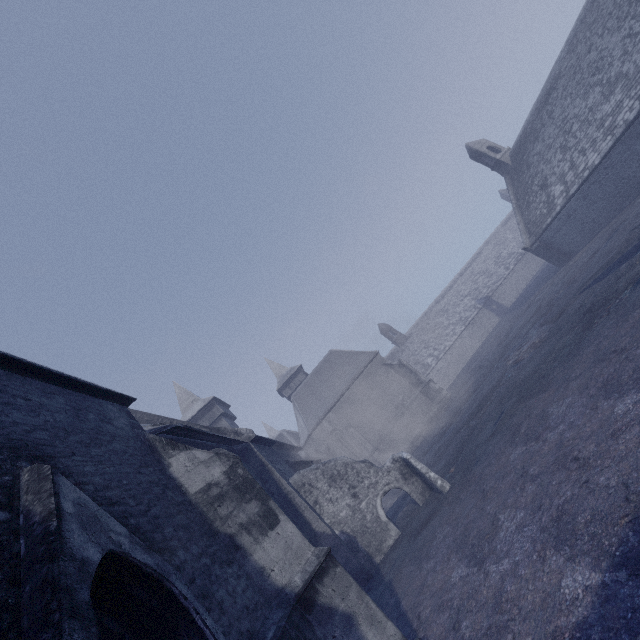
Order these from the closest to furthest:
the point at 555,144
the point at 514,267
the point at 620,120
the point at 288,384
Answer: the point at 620,120, the point at 555,144, the point at 288,384, the point at 514,267
